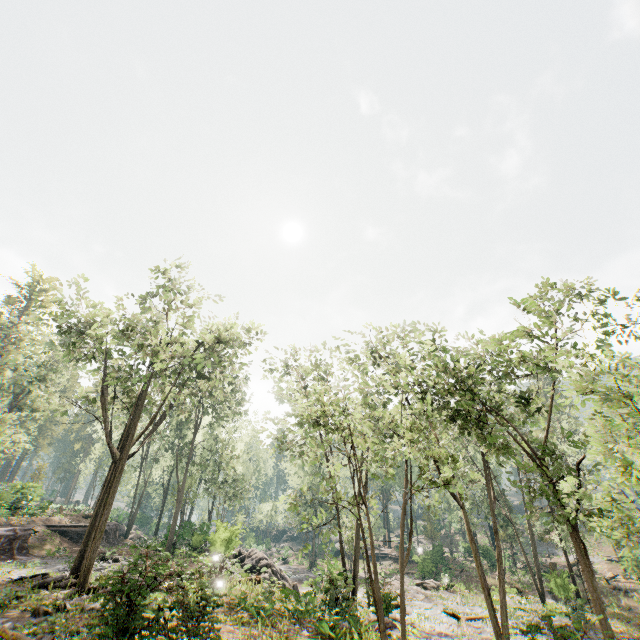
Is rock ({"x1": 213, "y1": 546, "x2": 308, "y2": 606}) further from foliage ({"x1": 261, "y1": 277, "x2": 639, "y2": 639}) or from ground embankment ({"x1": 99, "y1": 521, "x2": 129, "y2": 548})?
ground embankment ({"x1": 99, "y1": 521, "x2": 129, "y2": 548})

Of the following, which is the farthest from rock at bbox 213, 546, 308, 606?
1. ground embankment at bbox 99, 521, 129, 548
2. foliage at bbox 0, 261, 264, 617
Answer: ground embankment at bbox 99, 521, 129, 548

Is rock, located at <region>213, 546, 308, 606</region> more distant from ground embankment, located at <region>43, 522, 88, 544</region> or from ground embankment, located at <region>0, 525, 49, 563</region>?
ground embankment, located at <region>43, 522, 88, 544</region>

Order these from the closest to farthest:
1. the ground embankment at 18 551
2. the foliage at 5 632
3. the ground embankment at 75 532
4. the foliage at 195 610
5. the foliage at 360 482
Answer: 1. the foliage at 360 482
2. the foliage at 195 610
3. the foliage at 5 632
4. the ground embankment at 18 551
5. the ground embankment at 75 532

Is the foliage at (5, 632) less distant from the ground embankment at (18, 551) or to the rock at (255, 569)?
the rock at (255, 569)

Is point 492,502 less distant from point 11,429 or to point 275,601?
point 275,601

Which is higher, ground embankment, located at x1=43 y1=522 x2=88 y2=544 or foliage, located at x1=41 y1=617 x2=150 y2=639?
ground embankment, located at x1=43 y1=522 x2=88 y2=544
